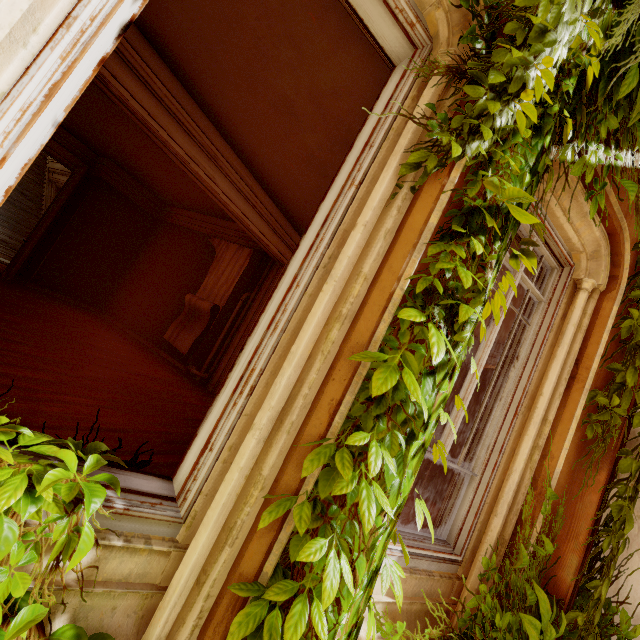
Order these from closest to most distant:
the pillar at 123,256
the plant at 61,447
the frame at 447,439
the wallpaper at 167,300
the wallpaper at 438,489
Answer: the plant at 61,447
the frame at 447,439
the wallpaper at 438,489
the wallpaper at 167,300
the pillar at 123,256

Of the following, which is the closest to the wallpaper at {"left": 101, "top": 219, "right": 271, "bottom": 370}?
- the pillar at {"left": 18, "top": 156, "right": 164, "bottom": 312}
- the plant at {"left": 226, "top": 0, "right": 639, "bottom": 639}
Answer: the pillar at {"left": 18, "top": 156, "right": 164, "bottom": 312}

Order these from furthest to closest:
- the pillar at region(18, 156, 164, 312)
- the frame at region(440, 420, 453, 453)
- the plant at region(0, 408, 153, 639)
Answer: the pillar at region(18, 156, 164, 312) → the frame at region(440, 420, 453, 453) → the plant at region(0, 408, 153, 639)

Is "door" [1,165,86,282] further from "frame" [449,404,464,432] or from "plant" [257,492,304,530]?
"frame" [449,404,464,432]

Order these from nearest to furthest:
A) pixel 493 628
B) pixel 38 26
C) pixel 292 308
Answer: pixel 38 26 → pixel 292 308 → pixel 493 628

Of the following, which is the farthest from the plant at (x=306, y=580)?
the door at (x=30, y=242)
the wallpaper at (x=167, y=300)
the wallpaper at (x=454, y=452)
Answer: the door at (x=30, y=242)

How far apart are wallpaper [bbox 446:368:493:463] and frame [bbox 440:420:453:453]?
4.7 meters

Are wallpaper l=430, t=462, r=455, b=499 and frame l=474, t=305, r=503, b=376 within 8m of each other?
yes
